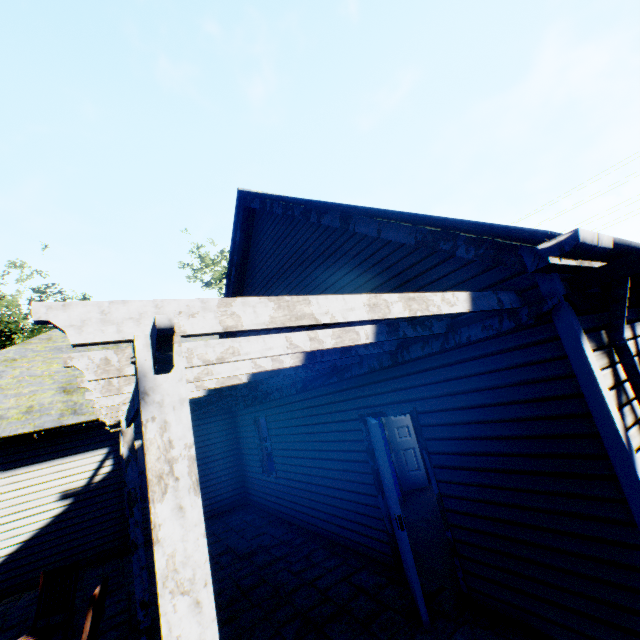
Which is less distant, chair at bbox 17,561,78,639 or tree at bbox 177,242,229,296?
chair at bbox 17,561,78,639

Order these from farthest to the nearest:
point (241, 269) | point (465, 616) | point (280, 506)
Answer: point (241, 269) < point (280, 506) < point (465, 616)

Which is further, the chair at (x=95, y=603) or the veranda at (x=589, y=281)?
the chair at (x=95, y=603)

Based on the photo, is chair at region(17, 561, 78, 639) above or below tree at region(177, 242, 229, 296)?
below

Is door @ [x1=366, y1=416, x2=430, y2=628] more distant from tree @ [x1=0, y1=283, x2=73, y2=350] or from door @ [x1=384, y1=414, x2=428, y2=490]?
tree @ [x1=0, y1=283, x2=73, y2=350]

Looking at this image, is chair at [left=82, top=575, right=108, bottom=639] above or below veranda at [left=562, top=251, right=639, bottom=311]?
below

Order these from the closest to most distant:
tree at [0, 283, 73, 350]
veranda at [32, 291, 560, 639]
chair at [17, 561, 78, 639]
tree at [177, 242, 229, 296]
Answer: veranda at [32, 291, 560, 639] → chair at [17, 561, 78, 639] → tree at [0, 283, 73, 350] → tree at [177, 242, 229, 296]

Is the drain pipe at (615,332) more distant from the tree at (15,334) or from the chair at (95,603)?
the tree at (15,334)
